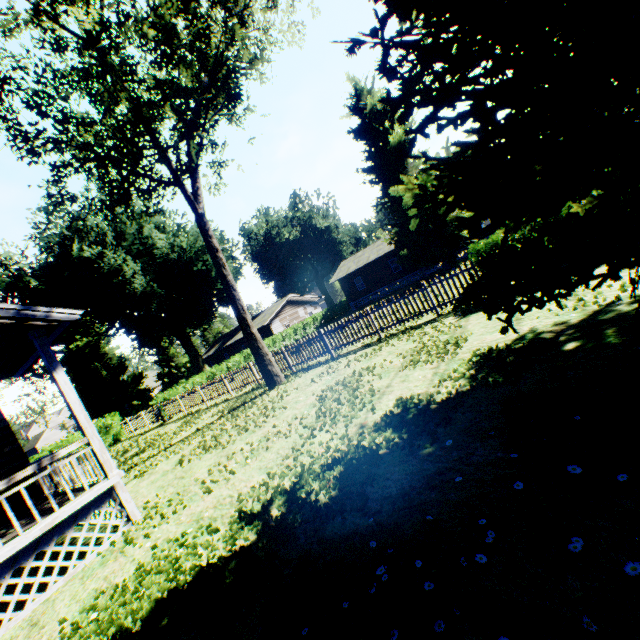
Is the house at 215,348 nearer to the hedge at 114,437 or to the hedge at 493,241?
the hedge at 114,437

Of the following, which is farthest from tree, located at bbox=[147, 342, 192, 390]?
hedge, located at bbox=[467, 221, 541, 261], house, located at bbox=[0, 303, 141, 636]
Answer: hedge, located at bbox=[467, 221, 541, 261]

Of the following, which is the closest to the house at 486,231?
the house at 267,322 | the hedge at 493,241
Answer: the house at 267,322

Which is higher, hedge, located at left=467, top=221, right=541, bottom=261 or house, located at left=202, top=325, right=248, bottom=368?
house, located at left=202, top=325, right=248, bottom=368

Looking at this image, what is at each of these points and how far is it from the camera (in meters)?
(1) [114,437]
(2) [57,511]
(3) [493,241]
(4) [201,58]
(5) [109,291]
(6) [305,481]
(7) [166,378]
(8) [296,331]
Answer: (1) hedge, 26.09
(2) house, 5.82
(3) hedge, 10.13
(4) tree, 13.23
(5) plant, 32.88
(6) plant, 4.84
(7) tree, 54.88
(8) hedge, 37.47

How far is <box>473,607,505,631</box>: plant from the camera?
1.96m

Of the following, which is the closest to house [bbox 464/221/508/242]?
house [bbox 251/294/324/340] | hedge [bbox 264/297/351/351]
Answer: hedge [bbox 264/297/351/351]

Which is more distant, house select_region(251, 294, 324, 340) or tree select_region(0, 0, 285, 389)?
house select_region(251, 294, 324, 340)
